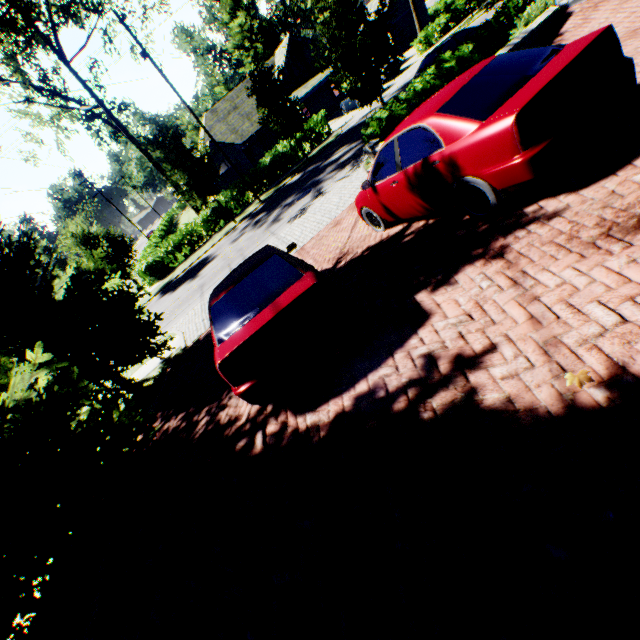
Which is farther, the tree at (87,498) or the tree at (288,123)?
the tree at (288,123)

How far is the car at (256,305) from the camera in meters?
3.8 m

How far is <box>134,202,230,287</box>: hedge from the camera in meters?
24.5 m

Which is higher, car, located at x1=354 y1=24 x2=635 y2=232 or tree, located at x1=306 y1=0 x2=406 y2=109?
tree, located at x1=306 y1=0 x2=406 y2=109

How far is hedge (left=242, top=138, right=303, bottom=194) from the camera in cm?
2486

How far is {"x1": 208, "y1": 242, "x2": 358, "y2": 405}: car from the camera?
3.79m

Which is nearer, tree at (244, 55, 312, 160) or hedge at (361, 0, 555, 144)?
hedge at (361, 0, 555, 144)

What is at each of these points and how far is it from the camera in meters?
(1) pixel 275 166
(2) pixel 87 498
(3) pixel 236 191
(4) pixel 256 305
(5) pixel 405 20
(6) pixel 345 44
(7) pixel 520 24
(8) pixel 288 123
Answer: (1) hedge, 24.9
(2) tree, 4.2
(3) hedge, 24.8
(4) car, 4.1
(5) garage door, 34.2
(6) tree, 12.1
(7) hedge, 9.1
(8) tree, 20.9
